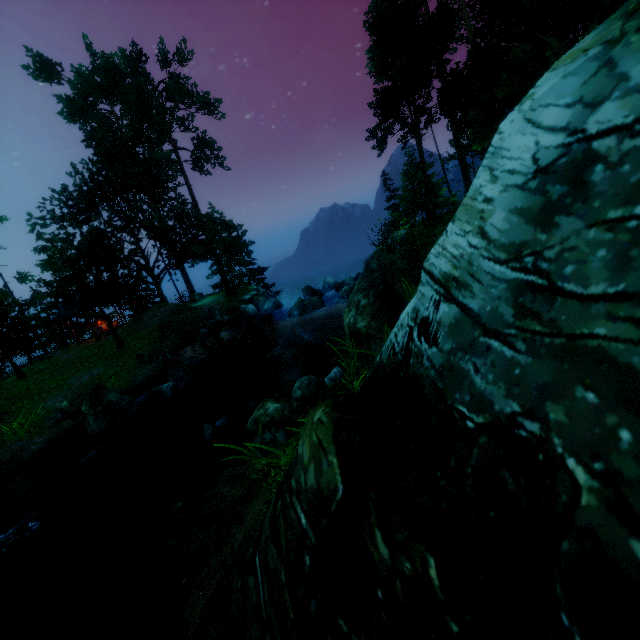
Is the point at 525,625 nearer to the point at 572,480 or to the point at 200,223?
the point at 572,480

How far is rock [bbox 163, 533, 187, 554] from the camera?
5.81m

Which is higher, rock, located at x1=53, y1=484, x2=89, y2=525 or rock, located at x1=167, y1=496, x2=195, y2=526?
rock, located at x1=167, y1=496, x2=195, y2=526

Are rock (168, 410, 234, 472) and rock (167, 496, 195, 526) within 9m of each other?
yes

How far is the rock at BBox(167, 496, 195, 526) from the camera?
6.46m

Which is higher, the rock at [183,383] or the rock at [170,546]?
the rock at [170,546]

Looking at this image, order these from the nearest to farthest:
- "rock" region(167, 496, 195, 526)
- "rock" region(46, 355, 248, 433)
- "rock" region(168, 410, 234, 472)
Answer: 1. "rock" region(167, 496, 195, 526)
2. "rock" region(168, 410, 234, 472)
3. "rock" region(46, 355, 248, 433)

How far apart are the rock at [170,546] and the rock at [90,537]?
5.0m
